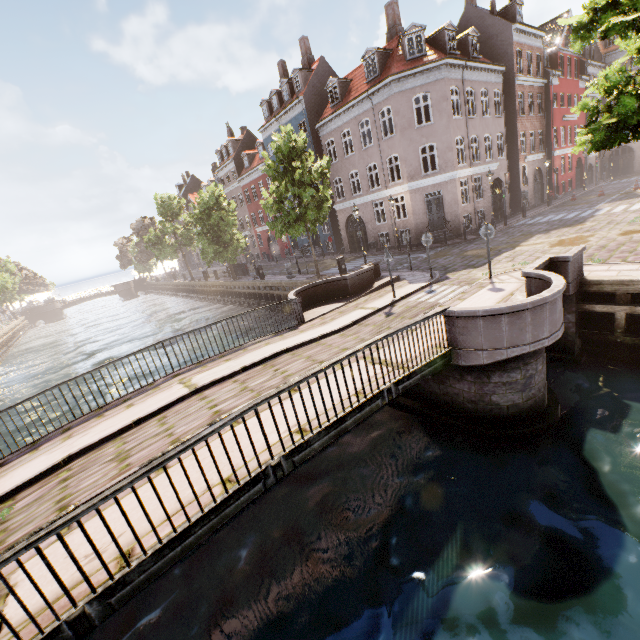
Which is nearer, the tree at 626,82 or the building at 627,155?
the tree at 626,82

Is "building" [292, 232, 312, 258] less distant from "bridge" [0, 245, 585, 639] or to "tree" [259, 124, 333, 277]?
"tree" [259, 124, 333, 277]

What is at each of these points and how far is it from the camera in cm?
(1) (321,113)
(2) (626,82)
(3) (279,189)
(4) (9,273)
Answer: (1) building, 2938
(2) tree, 731
(3) tree, 2112
(4) tree, 5312

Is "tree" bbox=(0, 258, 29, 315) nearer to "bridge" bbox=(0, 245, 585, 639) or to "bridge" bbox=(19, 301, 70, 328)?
"bridge" bbox=(19, 301, 70, 328)

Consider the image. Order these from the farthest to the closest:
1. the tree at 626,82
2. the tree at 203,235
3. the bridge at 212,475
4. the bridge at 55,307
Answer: the bridge at 55,307 < the tree at 203,235 < the tree at 626,82 < the bridge at 212,475

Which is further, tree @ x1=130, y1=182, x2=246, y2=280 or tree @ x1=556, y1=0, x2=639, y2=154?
tree @ x1=130, y1=182, x2=246, y2=280

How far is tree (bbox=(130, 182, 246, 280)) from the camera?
29.0m
